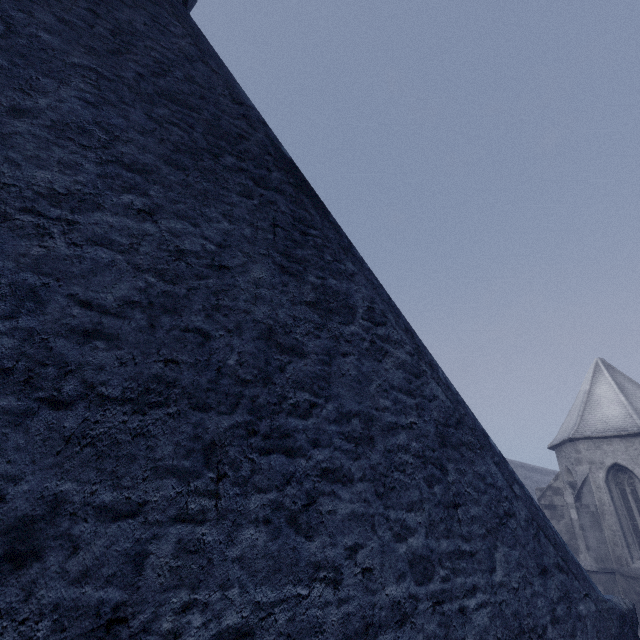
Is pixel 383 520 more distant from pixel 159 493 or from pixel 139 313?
pixel 139 313
